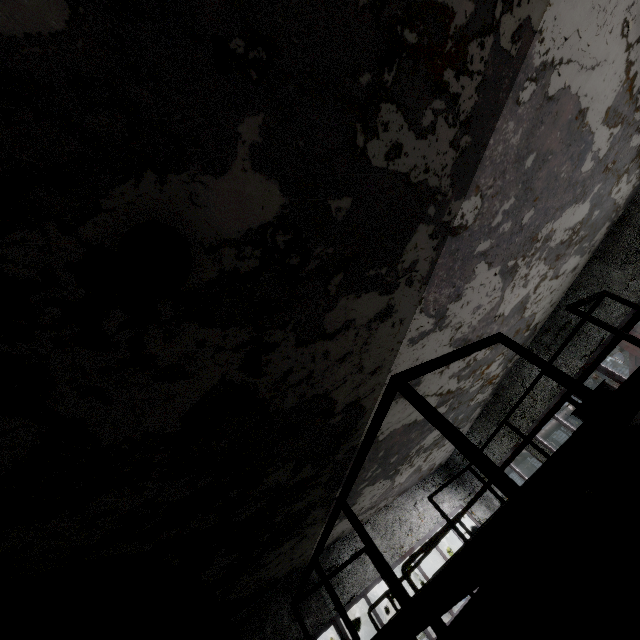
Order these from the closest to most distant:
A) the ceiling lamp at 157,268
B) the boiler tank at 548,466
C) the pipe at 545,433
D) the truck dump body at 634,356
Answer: the boiler tank at 548,466, the ceiling lamp at 157,268, the pipe at 545,433, the truck dump body at 634,356

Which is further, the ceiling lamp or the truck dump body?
the truck dump body

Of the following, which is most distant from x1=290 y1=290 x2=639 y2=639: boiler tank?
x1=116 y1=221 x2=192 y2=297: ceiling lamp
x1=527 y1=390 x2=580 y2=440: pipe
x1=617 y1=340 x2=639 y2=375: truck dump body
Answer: x1=617 y1=340 x2=639 y2=375: truck dump body

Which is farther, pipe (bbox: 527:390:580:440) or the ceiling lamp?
pipe (bbox: 527:390:580:440)

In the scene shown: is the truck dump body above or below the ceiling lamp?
below

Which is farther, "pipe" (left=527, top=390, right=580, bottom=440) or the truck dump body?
the truck dump body

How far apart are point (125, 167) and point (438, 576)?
3.3m

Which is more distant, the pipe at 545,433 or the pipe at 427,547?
the pipe at 427,547
